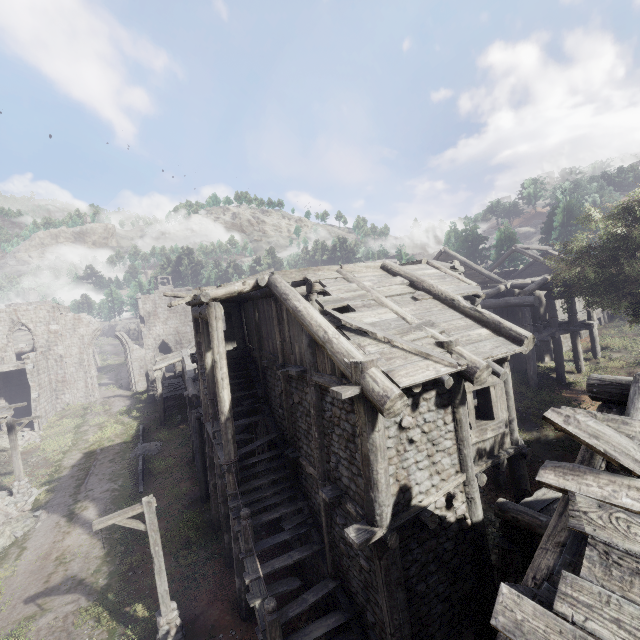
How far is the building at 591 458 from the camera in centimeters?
429cm

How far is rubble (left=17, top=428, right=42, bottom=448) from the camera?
25.22m

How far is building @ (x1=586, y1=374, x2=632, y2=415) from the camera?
4.7m

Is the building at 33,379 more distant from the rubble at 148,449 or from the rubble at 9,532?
the rubble at 148,449

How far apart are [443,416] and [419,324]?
2.41m

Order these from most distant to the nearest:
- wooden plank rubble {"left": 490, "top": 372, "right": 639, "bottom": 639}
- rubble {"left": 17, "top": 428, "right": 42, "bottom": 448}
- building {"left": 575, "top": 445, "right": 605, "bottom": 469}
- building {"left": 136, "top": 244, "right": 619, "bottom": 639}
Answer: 1. rubble {"left": 17, "top": 428, "right": 42, "bottom": 448}
2. building {"left": 136, "top": 244, "right": 619, "bottom": 639}
3. building {"left": 575, "top": 445, "right": 605, "bottom": 469}
4. wooden plank rubble {"left": 490, "top": 372, "right": 639, "bottom": 639}

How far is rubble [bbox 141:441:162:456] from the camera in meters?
22.2
